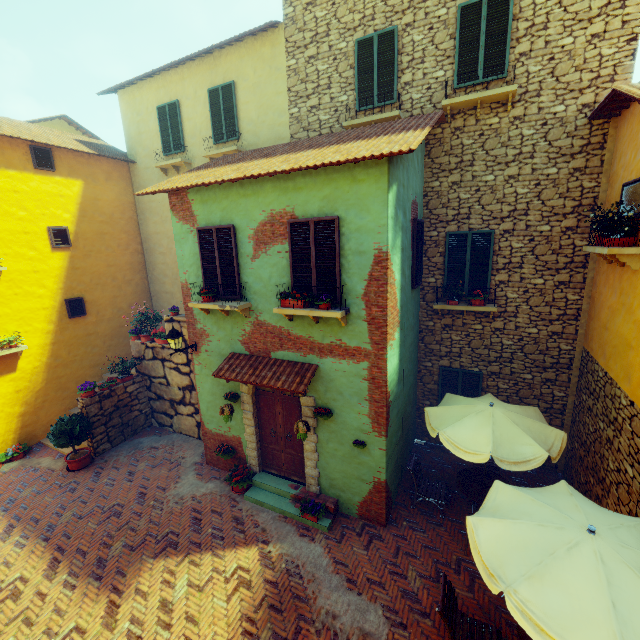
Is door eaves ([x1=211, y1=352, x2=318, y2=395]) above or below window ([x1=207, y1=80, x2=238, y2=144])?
below

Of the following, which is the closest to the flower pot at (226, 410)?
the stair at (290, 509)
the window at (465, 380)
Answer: the stair at (290, 509)

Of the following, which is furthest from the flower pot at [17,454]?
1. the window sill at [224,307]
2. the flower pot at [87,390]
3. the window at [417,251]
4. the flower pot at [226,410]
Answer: the window at [417,251]

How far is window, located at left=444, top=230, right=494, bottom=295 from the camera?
8.1 meters

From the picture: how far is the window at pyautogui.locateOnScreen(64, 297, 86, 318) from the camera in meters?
11.5 m

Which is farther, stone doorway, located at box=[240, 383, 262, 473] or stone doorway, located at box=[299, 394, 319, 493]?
stone doorway, located at box=[240, 383, 262, 473]

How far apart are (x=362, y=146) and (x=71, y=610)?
10.1 meters

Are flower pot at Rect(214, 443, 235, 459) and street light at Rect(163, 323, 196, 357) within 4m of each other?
yes
